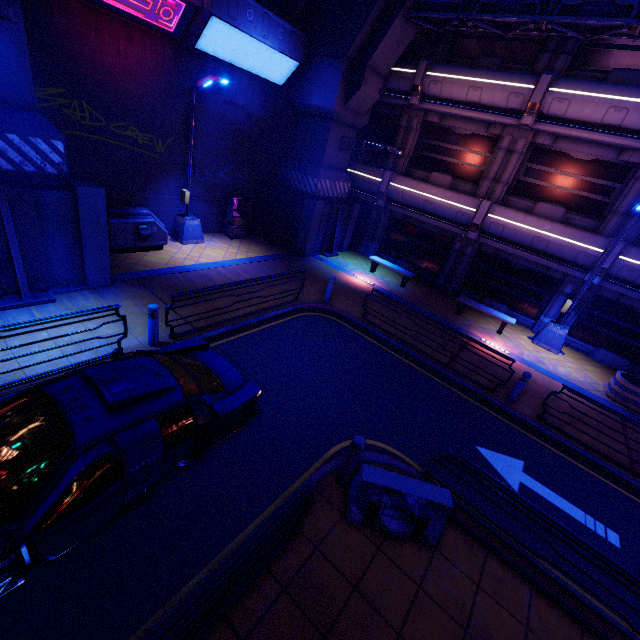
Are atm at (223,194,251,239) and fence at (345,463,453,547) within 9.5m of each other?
no

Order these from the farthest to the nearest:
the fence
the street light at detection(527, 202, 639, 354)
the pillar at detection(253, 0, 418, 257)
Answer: the pillar at detection(253, 0, 418, 257) → the street light at detection(527, 202, 639, 354) → the fence

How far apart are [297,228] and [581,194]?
12.2 meters

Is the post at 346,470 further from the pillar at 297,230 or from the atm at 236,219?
the atm at 236,219

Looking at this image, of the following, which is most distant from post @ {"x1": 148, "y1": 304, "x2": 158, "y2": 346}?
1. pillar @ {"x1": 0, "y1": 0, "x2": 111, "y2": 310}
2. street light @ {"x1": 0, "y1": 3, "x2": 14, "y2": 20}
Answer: street light @ {"x1": 0, "y1": 3, "x2": 14, "y2": 20}

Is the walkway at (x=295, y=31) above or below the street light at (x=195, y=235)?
above

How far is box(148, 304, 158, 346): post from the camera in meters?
7.2 m

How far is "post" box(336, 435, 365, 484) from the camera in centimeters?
529cm
